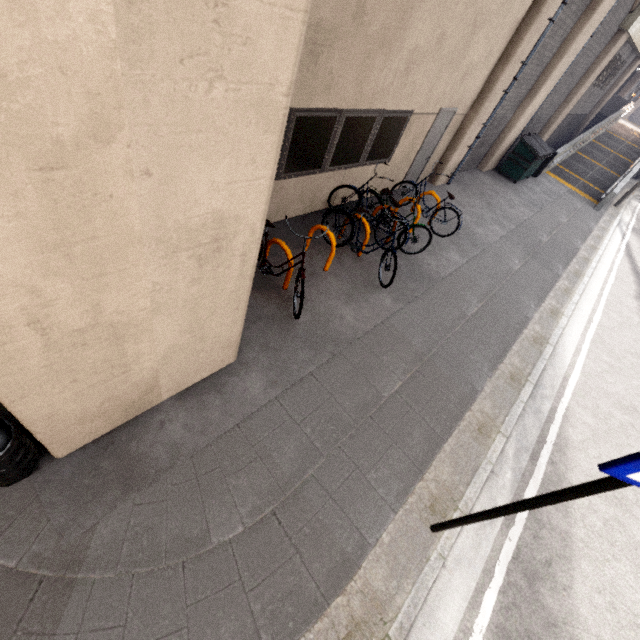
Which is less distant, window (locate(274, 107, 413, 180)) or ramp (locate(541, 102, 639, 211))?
window (locate(274, 107, 413, 180))

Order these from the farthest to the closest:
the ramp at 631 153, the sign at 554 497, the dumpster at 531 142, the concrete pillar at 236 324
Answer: the ramp at 631 153
the dumpster at 531 142
the sign at 554 497
the concrete pillar at 236 324

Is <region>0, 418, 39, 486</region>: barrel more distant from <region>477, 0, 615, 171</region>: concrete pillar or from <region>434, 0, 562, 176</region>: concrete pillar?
<region>477, 0, 615, 171</region>: concrete pillar

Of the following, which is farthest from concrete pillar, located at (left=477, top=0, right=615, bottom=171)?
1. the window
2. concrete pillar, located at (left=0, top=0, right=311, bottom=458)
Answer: concrete pillar, located at (left=0, top=0, right=311, bottom=458)

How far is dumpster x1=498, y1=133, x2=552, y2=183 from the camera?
12.2 meters

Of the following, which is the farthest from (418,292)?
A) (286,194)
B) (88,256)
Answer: (88,256)

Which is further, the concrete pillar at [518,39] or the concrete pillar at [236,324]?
the concrete pillar at [518,39]

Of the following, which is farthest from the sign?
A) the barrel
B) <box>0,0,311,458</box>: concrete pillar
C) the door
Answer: the door
